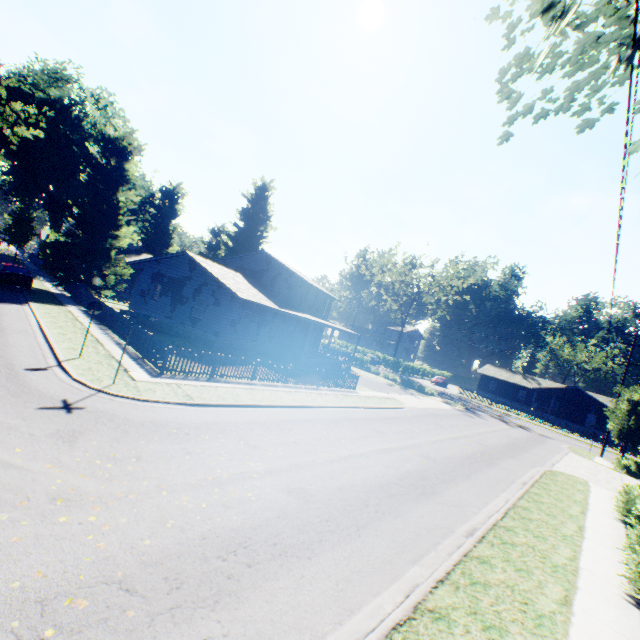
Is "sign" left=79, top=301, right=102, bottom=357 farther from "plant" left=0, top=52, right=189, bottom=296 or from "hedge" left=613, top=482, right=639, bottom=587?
"hedge" left=613, top=482, right=639, bottom=587

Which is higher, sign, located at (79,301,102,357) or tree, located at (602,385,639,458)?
tree, located at (602,385,639,458)

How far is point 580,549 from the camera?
9.30m

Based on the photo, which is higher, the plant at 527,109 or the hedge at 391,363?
the plant at 527,109

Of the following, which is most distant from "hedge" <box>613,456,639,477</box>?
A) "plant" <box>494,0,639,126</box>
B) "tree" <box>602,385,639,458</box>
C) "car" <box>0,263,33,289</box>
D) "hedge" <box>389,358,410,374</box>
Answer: "car" <box>0,263,33,289</box>

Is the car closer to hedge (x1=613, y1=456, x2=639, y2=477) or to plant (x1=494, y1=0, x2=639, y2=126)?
plant (x1=494, y1=0, x2=639, y2=126)

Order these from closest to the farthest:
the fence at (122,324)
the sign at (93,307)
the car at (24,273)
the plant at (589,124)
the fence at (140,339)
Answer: the plant at (589,124)
the sign at (93,307)
the fence at (140,339)
the fence at (122,324)
the car at (24,273)

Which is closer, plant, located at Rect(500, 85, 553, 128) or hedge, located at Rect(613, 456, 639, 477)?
plant, located at Rect(500, 85, 553, 128)
